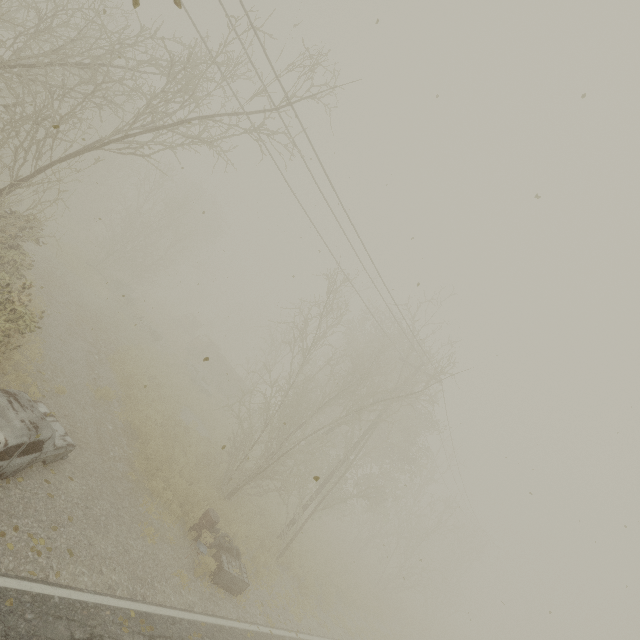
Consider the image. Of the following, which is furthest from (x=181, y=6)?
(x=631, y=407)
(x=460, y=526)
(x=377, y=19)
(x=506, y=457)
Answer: (x=460, y=526)

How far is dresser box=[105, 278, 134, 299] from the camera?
25.78m

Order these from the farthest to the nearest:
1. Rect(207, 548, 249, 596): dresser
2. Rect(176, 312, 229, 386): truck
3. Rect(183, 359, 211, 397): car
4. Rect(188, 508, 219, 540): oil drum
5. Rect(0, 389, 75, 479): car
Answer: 1. Rect(176, 312, 229, 386): truck
2. Rect(183, 359, 211, 397): car
3. Rect(188, 508, 219, 540): oil drum
4. Rect(207, 548, 249, 596): dresser
5. Rect(0, 389, 75, 479): car

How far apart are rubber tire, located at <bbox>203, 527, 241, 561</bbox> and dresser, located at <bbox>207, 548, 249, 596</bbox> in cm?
15

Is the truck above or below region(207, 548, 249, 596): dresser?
above

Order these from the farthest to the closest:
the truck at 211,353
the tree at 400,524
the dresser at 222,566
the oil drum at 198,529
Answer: the truck at 211,353 < the tree at 400,524 < the oil drum at 198,529 < the dresser at 222,566

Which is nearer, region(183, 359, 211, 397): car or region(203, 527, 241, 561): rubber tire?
region(203, 527, 241, 561): rubber tire

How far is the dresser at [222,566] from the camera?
9.78m
